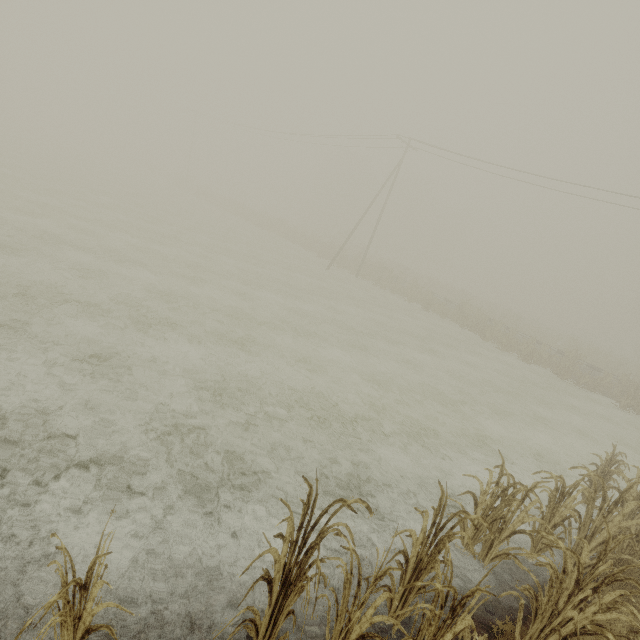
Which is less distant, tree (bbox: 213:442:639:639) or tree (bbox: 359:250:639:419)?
tree (bbox: 213:442:639:639)

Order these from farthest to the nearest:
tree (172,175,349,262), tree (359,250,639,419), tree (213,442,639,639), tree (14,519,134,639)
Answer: tree (172,175,349,262) < tree (359,250,639,419) < tree (213,442,639,639) < tree (14,519,134,639)

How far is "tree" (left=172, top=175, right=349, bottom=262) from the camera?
37.0m

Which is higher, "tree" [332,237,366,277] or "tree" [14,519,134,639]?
"tree" [332,237,366,277]

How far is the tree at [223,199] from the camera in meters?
37.0

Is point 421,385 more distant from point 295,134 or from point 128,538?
point 295,134

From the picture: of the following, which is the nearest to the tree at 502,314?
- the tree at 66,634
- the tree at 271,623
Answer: the tree at 271,623

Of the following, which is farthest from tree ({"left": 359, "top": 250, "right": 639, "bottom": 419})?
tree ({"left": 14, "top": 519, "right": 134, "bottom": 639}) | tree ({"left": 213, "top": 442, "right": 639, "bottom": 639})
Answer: tree ({"left": 14, "top": 519, "right": 134, "bottom": 639})
